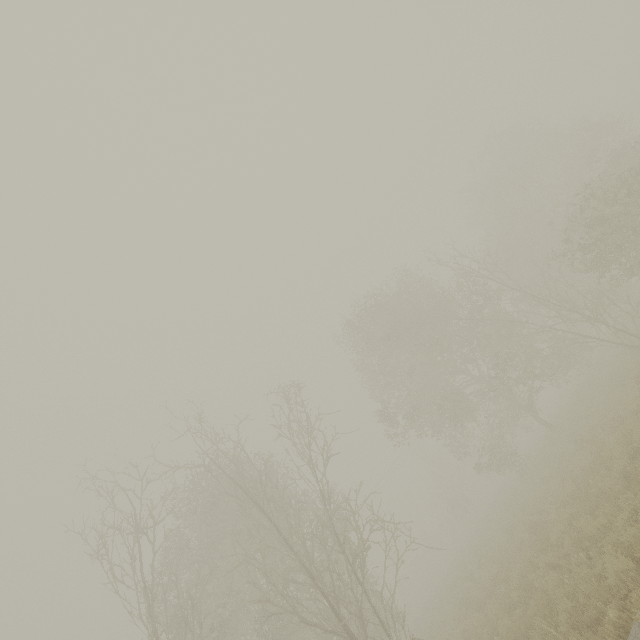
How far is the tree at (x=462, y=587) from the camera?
14.9m

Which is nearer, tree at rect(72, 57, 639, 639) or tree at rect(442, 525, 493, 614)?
tree at rect(72, 57, 639, 639)

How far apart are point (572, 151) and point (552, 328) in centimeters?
2435cm

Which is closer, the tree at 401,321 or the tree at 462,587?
the tree at 401,321

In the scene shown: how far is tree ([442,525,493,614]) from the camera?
14.9m

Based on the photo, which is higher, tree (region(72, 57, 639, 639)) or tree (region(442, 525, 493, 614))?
tree (region(72, 57, 639, 639))
